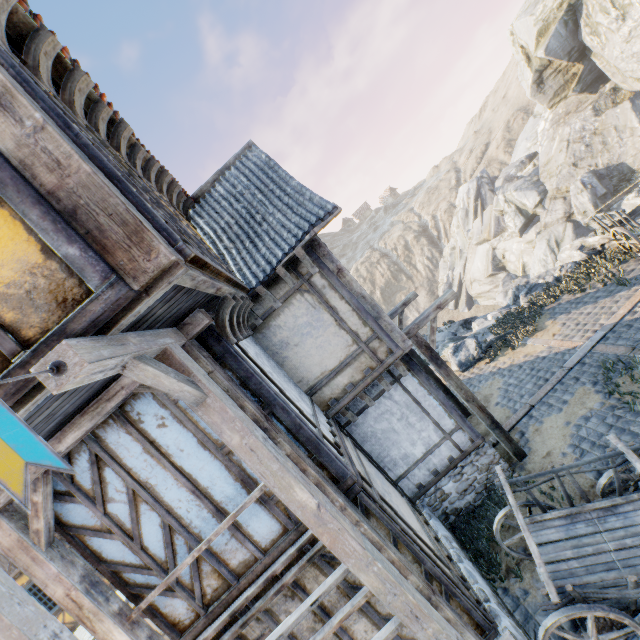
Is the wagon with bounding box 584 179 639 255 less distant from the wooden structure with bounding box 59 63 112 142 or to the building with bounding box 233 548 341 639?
the building with bounding box 233 548 341 639

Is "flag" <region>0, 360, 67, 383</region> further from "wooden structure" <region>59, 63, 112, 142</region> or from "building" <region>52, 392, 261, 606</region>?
"wooden structure" <region>59, 63, 112, 142</region>

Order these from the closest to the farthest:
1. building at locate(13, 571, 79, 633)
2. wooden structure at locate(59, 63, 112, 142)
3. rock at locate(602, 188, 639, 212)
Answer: → wooden structure at locate(59, 63, 112, 142) → building at locate(13, 571, 79, 633) → rock at locate(602, 188, 639, 212)

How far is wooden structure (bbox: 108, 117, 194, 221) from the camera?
4.7 meters

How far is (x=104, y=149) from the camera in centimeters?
324cm

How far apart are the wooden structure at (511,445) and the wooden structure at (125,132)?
5.7 meters

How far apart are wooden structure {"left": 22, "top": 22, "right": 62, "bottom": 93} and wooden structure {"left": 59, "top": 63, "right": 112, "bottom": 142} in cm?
36

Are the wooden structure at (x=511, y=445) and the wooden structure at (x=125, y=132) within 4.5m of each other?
no
